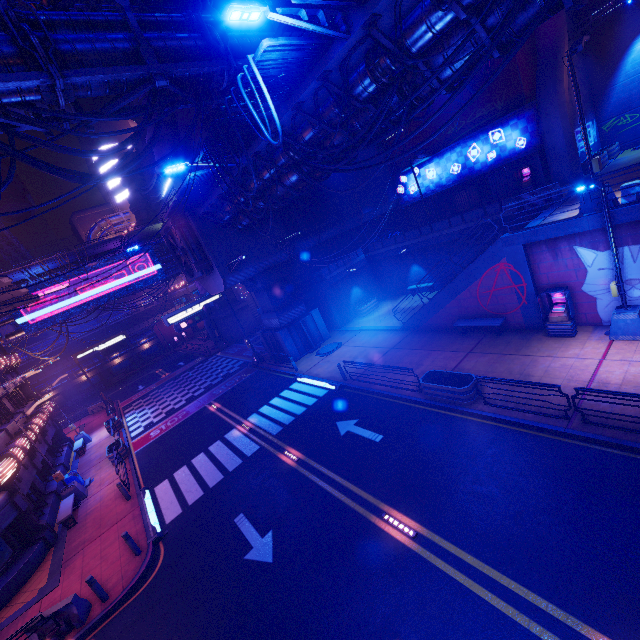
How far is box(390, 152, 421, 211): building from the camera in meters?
29.7 m

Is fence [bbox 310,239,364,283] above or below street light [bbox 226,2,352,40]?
below

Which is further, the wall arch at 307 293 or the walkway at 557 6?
the wall arch at 307 293

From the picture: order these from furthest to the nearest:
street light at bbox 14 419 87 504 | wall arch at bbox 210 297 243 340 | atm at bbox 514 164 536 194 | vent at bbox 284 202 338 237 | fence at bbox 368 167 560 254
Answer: wall arch at bbox 210 297 243 340 < vent at bbox 284 202 338 237 < atm at bbox 514 164 536 194 < fence at bbox 368 167 560 254 < street light at bbox 14 419 87 504

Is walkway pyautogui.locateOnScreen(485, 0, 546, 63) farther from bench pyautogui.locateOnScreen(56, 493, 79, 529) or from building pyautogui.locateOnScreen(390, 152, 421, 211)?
bench pyautogui.locateOnScreen(56, 493, 79, 529)

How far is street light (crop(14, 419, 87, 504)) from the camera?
17.50m

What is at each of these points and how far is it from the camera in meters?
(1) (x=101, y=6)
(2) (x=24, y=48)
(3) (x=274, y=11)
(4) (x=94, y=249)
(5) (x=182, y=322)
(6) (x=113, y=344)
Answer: (1) walkway, 10.6 m
(2) pipe, 7.6 m
(3) street light, 6.8 m
(4) awning, 32.2 m
(5) sign, 25.2 m
(6) sign, 34.4 m

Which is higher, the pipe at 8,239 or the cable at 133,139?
the pipe at 8,239
